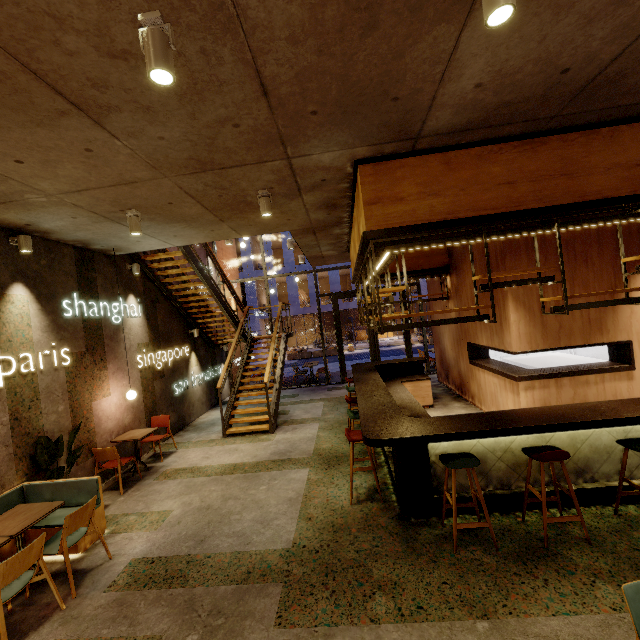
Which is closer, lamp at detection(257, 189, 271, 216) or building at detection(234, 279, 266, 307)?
lamp at detection(257, 189, 271, 216)

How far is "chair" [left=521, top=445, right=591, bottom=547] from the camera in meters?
3.4 m

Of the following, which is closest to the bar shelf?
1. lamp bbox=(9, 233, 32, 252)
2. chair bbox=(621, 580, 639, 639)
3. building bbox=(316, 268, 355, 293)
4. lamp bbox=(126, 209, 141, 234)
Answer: chair bbox=(621, 580, 639, 639)

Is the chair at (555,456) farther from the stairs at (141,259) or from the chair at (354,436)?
the stairs at (141,259)

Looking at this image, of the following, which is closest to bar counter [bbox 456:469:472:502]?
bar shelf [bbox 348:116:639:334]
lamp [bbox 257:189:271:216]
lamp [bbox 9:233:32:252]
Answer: bar shelf [bbox 348:116:639:334]

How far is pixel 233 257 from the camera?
15.5 meters

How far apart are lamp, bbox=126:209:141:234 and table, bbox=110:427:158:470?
3.95m

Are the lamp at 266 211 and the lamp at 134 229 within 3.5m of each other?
yes
